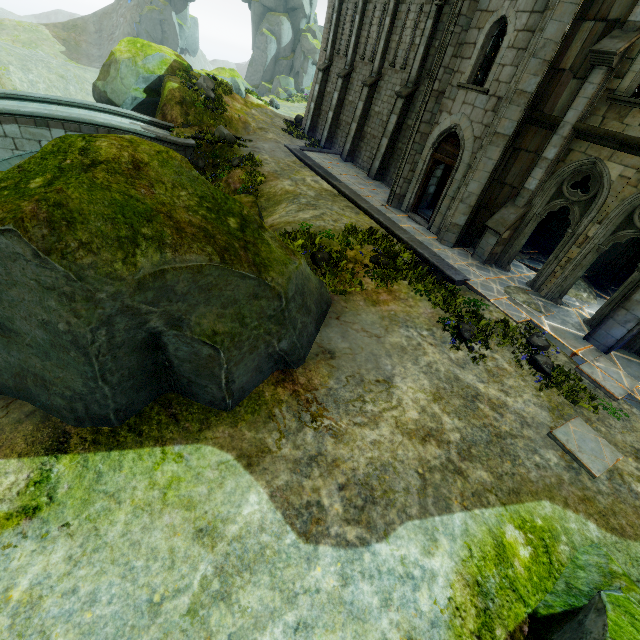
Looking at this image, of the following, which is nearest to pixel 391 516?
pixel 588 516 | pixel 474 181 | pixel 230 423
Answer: pixel 230 423

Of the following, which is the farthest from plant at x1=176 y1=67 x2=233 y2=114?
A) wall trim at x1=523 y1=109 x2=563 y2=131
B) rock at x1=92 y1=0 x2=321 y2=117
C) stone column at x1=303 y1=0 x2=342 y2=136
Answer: wall trim at x1=523 y1=109 x2=563 y2=131

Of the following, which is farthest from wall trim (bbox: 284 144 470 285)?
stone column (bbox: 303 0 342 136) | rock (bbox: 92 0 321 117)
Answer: rock (bbox: 92 0 321 117)

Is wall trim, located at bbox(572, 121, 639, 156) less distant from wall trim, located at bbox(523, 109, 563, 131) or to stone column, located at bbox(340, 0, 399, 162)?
wall trim, located at bbox(523, 109, 563, 131)

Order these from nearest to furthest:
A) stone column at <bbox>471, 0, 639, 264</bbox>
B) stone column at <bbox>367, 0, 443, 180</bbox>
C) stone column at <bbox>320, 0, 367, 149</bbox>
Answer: stone column at <bbox>471, 0, 639, 264</bbox> < stone column at <bbox>367, 0, 443, 180</bbox> < stone column at <bbox>320, 0, 367, 149</bbox>

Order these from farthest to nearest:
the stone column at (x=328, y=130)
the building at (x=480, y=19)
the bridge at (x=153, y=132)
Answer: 1. the stone column at (x=328, y=130)
2. the bridge at (x=153, y=132)
3. the building at (x=480, y=19)

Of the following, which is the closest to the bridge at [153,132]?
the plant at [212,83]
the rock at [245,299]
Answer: the rock at [245,299]

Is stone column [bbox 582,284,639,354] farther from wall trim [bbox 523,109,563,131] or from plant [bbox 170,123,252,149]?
plant [bbox 170,123,252,149]
